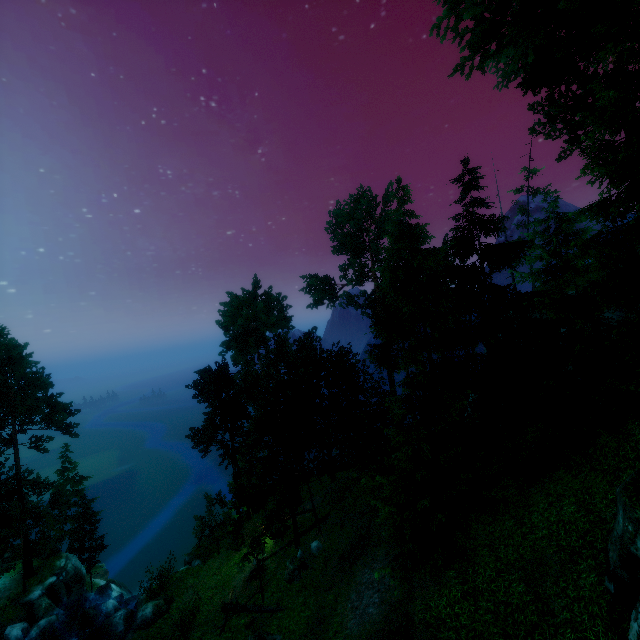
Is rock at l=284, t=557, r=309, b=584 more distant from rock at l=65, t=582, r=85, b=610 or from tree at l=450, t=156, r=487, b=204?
rock at l=65, t=582, r=85, b=610

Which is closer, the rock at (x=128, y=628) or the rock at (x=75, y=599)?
the rock at (x=128, y=628)

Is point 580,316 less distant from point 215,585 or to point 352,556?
point 352,556

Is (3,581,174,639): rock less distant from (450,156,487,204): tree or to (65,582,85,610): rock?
(65,582,85,610): rock

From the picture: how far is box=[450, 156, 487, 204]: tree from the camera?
18.2m

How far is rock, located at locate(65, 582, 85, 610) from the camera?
30.7m

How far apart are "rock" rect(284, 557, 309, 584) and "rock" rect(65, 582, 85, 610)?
24.9 meters

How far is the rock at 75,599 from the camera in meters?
30.7
